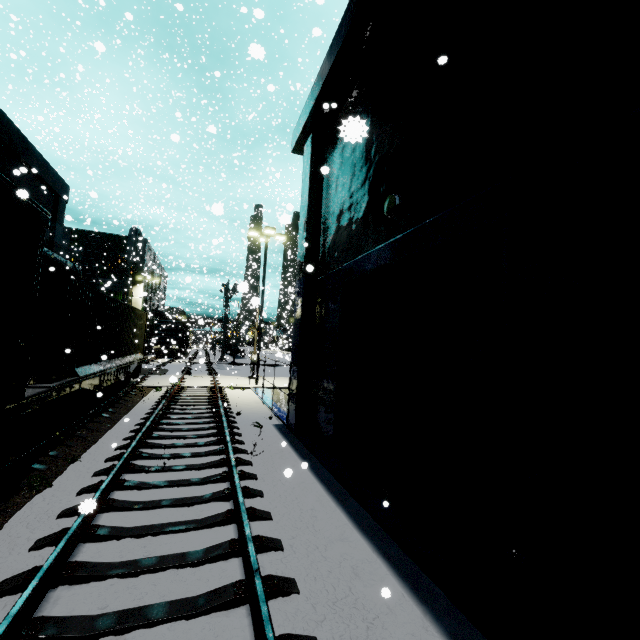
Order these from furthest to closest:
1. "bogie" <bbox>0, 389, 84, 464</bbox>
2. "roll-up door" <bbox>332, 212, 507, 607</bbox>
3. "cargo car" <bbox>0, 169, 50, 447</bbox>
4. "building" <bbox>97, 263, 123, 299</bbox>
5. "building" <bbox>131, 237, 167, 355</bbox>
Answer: "building" <bbox>131, 237, 167, 355</bbox>
"building" <bbox>97, 263, 123, 299</bbox>
"bogie" <bbox>0, 389, 84, 464</bbox>
"cargo car" <bbox>0, 169, 50, 447</bbox>
"roll-up door" <bbox>332, 212, 507, 607</bbox>

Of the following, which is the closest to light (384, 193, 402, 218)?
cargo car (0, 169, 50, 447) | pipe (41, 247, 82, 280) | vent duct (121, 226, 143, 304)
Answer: cargo car (0, 169, 50, 447)

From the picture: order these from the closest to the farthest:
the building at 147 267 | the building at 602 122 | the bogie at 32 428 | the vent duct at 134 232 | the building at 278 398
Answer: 1. the building at 602 122
2. the bogie at 32 428
3. the building at 278 398
4. the vent duct at 134 232
5. the building at 147 267

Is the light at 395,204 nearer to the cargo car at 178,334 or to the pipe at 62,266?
the pipe at 62,266

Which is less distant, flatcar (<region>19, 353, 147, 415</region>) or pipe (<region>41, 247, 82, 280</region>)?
flatcar (<region>19, 353, 147, 415</region>)

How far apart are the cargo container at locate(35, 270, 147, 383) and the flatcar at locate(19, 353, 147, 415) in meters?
0.0

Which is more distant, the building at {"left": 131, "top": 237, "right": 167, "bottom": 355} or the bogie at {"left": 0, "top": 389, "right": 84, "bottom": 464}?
the building at {"left": 131, "top": 237, "right": 167, "bottom": 355}

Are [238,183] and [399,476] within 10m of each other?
no
